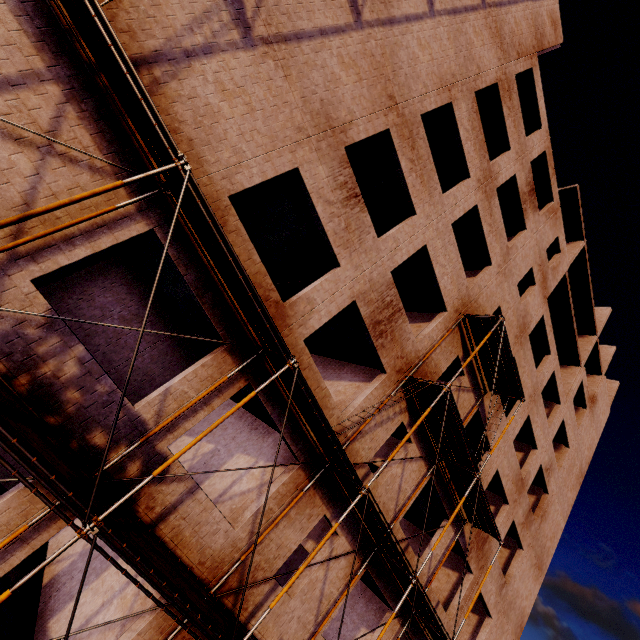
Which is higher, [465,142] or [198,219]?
[465,142]
